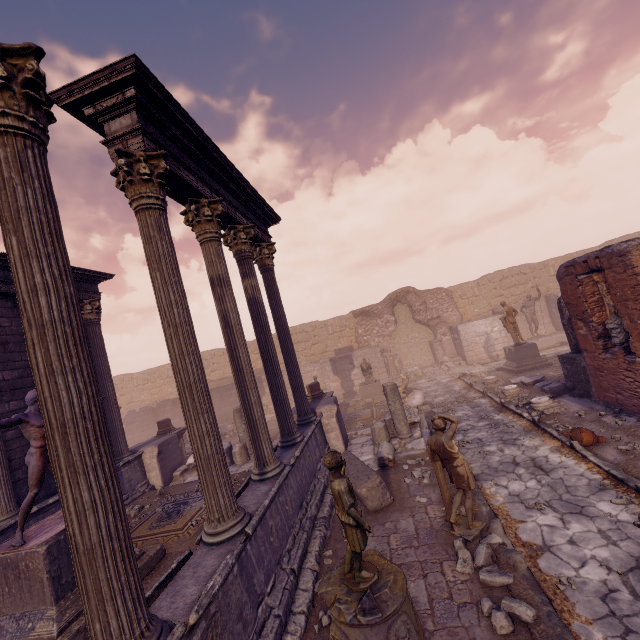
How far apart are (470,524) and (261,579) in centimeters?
350cm

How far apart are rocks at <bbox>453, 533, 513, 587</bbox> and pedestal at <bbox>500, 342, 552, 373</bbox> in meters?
11.3 m

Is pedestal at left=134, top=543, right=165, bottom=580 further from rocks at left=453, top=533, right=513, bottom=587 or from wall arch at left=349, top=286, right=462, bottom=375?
wall arch at left=349, top=286, right=462, bottom=375

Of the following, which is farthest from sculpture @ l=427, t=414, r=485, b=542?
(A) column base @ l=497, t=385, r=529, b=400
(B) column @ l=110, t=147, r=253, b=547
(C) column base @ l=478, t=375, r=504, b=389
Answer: (C) column base @ l=478, t=375, r=504, b=389

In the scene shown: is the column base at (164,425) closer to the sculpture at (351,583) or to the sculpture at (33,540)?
the sculpture at (33,540)

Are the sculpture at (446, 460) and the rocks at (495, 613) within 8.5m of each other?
yes

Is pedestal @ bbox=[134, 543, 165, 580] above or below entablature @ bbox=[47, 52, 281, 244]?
below

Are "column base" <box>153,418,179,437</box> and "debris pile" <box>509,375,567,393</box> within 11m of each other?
no
